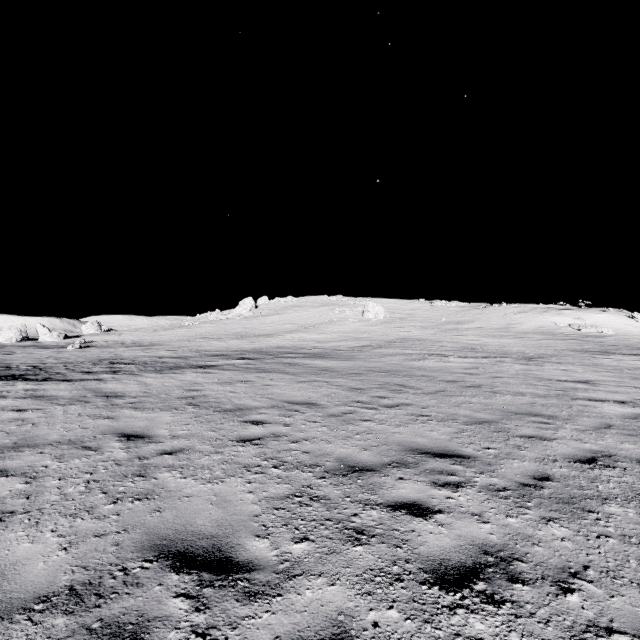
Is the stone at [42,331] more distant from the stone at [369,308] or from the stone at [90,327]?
the stone at [369,308]

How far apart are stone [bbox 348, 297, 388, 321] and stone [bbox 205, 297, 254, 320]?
21.0 meters

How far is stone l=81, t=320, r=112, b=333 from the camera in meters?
50.4

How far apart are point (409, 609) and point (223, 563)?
1.63m

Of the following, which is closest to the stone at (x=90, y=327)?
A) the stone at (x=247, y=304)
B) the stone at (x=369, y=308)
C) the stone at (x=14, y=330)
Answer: the stone at (x=14, y=330)

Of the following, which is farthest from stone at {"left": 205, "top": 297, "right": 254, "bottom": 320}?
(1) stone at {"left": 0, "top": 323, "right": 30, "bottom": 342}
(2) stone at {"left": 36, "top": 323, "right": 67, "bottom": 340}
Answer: (1) stone at {"left": 0, "top": 323, "right": 30, "bottom": 342}

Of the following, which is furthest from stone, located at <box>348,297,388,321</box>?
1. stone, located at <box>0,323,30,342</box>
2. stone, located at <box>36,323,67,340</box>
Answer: stone, located at <box>0,323,30,342</box>

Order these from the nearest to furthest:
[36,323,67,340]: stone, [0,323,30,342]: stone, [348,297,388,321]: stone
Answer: [0,323,30,342]: stone < [36,323,67,340]: stone < [348,297,388,321]: stone
